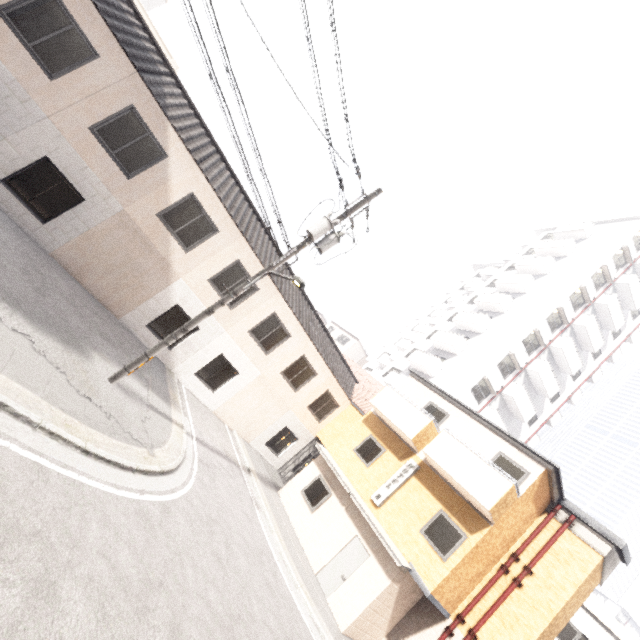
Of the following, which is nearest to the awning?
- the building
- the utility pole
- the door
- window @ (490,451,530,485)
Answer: window @ (490,451,530,485)

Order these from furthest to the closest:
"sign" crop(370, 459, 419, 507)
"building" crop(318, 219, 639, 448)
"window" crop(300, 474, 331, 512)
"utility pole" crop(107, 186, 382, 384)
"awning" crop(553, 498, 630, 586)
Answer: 1. "building" crop(318, 219, 639, 448)
2. "window" crop(300, 474, 331, 512)
3. "sign" crop(370, 459, 419, 507)
4. "awning" crop(553, 498, 630, 586)
5. "utility pole" crop(107, 186, 382, 384)

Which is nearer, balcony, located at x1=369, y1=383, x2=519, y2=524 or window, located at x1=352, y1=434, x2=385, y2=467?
balcony, located at x1=369, y1=383, x2=519, y2=524

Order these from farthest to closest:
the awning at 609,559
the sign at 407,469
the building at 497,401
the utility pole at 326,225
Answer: the building at 497,401 → the sign at 407,469 → the awning at 609,559 → the utility pole at 326,225

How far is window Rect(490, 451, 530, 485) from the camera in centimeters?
1144cm

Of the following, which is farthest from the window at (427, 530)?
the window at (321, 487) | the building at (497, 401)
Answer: the building at (497, 401)

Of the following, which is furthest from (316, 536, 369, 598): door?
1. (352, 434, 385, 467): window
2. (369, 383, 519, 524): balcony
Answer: (369, 383, 519, 524): balcony

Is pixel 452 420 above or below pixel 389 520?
above
